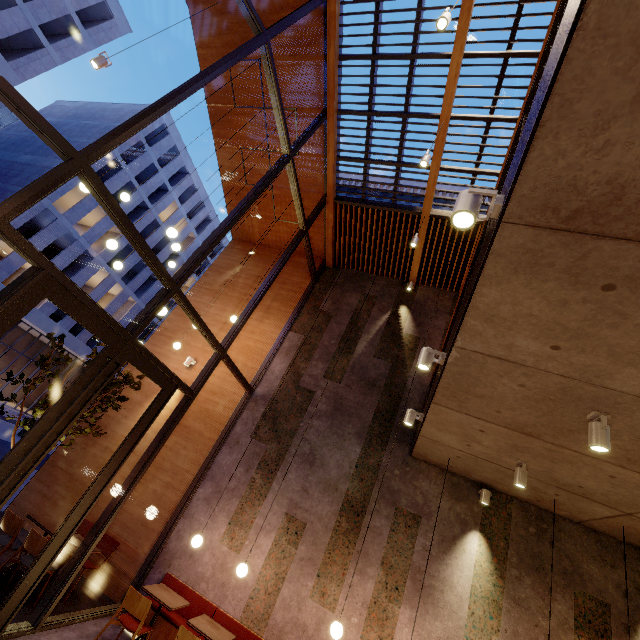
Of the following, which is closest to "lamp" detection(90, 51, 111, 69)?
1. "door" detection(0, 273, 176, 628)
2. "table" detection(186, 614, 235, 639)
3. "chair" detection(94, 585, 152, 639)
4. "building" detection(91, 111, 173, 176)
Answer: "door" detection(0, 273, 176, 628)

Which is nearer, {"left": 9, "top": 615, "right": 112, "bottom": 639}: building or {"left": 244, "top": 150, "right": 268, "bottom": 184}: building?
{"left": 9, "top": 615, "right": 112, "bottom": 639}: building

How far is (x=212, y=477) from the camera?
7.1m

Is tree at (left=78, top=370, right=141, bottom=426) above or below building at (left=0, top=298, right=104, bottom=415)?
above

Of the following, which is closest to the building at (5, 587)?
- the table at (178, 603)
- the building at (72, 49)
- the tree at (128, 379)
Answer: the table at (178, 603)

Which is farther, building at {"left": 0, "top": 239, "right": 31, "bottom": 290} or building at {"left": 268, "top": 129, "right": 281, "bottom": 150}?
building at {"left": 0, "top": 239, "right": 31, "bottom": 290}

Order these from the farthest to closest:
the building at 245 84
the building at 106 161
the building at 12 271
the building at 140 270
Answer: the building at 106 161, the building at 140 270, the building at 12 271, the building at 245 84

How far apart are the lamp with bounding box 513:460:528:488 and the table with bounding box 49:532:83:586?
6.8 meters
